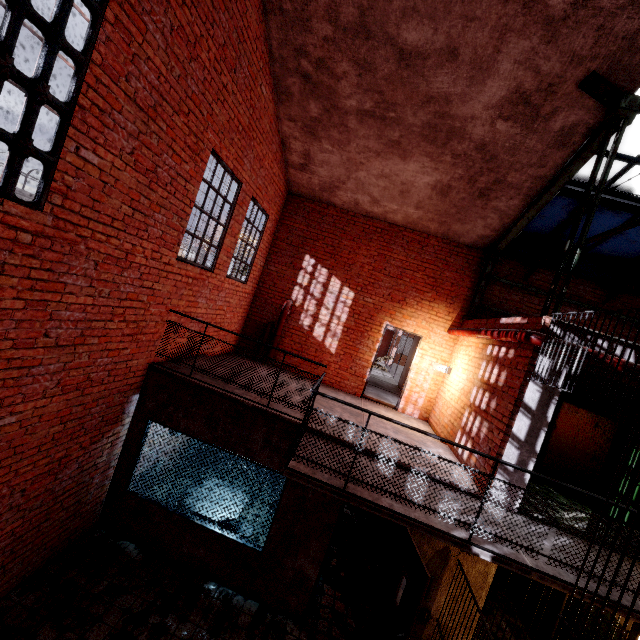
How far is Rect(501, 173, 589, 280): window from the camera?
6.5m

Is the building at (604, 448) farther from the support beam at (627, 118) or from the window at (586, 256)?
the window at (586, 256)

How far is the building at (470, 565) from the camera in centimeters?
492cm

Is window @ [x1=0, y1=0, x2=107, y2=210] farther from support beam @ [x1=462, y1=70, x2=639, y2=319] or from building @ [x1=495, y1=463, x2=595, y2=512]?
building @ [x1=495, y1=463, x2=595, y2=512]

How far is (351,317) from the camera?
9.23m

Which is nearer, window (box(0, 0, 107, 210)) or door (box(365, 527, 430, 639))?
window (box(0, 0, 107, 210))

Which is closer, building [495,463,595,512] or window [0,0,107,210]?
window [0,0,107,210]

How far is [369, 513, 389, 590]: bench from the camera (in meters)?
6.38
